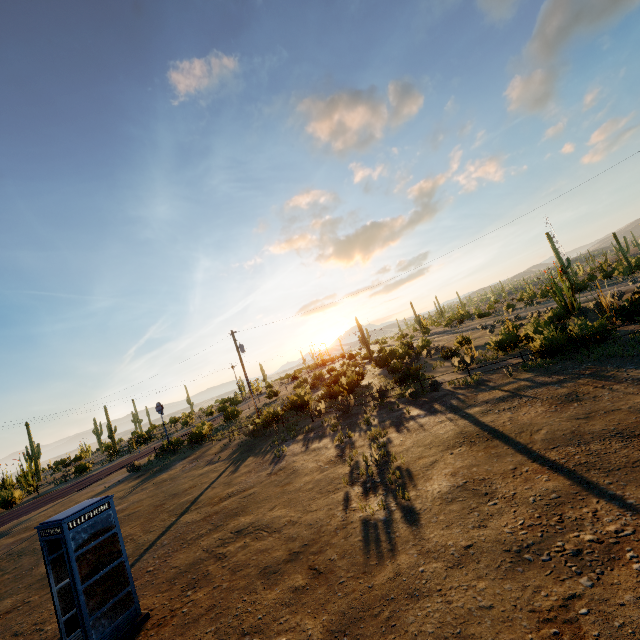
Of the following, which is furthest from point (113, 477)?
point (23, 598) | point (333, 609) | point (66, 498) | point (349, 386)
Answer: point (333, 609)
